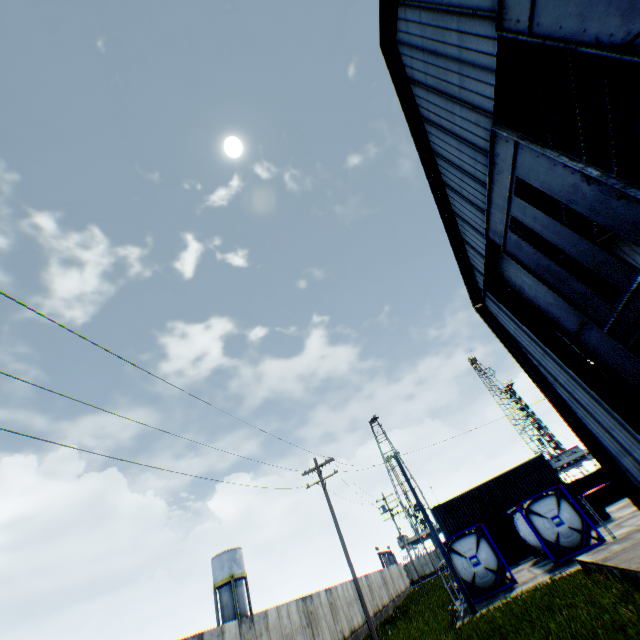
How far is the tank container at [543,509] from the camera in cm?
1750

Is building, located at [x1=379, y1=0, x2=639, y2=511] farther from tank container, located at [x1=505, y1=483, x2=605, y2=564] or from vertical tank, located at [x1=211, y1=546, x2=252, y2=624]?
vertical tank, located at [x1=211, y1=546, x2=252, y2=624]

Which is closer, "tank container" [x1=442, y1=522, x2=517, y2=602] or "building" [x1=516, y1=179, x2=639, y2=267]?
"building" [x1=516, y1=179, x2=639, y2=267]

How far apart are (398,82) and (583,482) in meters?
45.6

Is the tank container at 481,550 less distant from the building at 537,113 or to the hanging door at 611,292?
the building at 537,113

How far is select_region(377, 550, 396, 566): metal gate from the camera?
52.5 meters

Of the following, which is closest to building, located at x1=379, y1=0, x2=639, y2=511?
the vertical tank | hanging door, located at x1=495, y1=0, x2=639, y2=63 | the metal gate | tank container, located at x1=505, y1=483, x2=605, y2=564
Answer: hanging door, located at x1=495, y1=0, x2=639, y2=63

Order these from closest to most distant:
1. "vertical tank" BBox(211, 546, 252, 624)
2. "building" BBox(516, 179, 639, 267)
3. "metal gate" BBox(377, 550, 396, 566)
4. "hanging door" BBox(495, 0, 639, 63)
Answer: "hanging door" BBox(495, 0, 639, 63)
"building" BBox(516, 179, 639, 267)
"vertical tank" BBox(211, 546, 252, 624)
"metal gate" BBox(377, 550, 396, 566)
